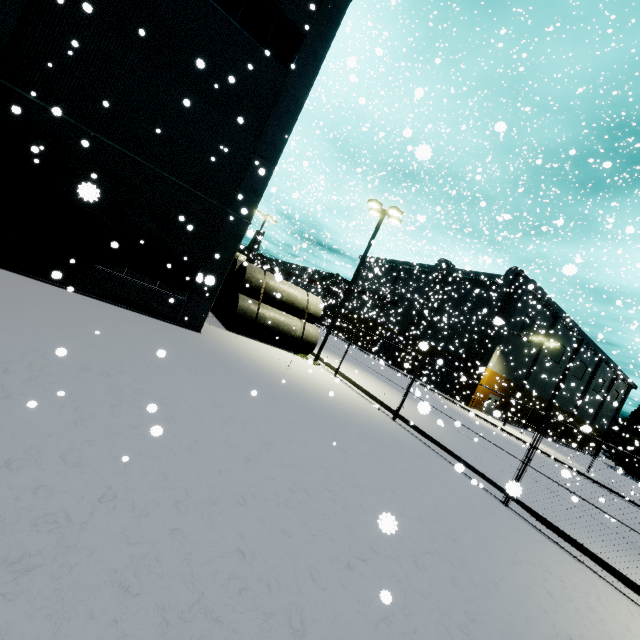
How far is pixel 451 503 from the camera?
8.0m

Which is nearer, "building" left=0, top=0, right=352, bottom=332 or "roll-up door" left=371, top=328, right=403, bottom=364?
"building" left=0, top=0, right=352, bottom=332

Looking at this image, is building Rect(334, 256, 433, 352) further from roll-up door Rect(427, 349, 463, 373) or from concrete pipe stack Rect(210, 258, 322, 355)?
concrete pipe stack Rect(210, 258, 322, 355)

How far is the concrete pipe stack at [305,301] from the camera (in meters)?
17.17

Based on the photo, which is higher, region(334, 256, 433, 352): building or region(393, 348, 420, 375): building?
region(334, 256, 433, 352): building

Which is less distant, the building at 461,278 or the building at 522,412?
the building at 461,278

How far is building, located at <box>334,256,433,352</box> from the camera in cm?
4554
